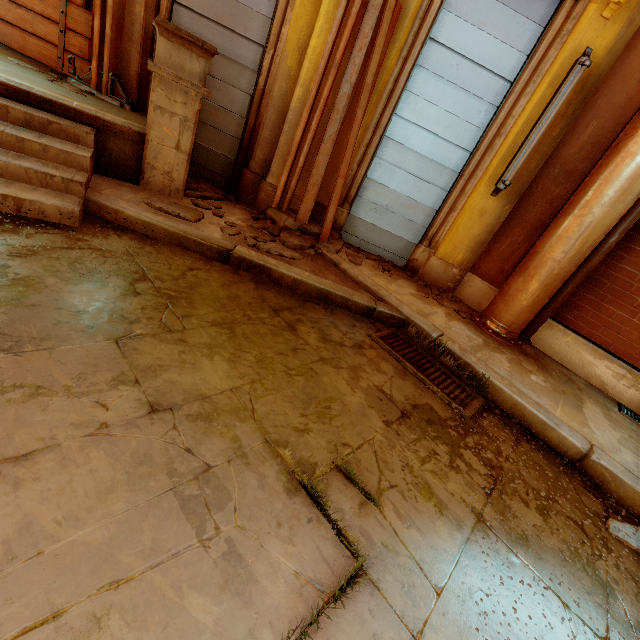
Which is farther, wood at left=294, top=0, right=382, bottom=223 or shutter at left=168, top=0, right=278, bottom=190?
shutter at left=168, top=0, right=278, bottom=190

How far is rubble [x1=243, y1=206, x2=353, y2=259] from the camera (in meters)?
3.56

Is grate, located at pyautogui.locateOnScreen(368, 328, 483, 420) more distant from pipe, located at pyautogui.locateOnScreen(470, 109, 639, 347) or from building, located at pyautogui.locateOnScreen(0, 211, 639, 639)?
pipe, located at pyautogui.locateOnScreen(470, 109, 639, 347)

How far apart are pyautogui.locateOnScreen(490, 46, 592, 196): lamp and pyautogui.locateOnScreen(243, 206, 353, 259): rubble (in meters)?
2.07

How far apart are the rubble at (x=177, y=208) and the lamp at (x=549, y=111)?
3.74m

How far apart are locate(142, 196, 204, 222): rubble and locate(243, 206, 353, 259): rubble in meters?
0.3 m

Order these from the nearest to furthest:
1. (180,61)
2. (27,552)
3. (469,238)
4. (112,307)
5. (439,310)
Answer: (27,552)
(112,307)
(180,61)
(439,310)
(469,238)

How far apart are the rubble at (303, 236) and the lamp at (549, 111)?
2.1 meters
